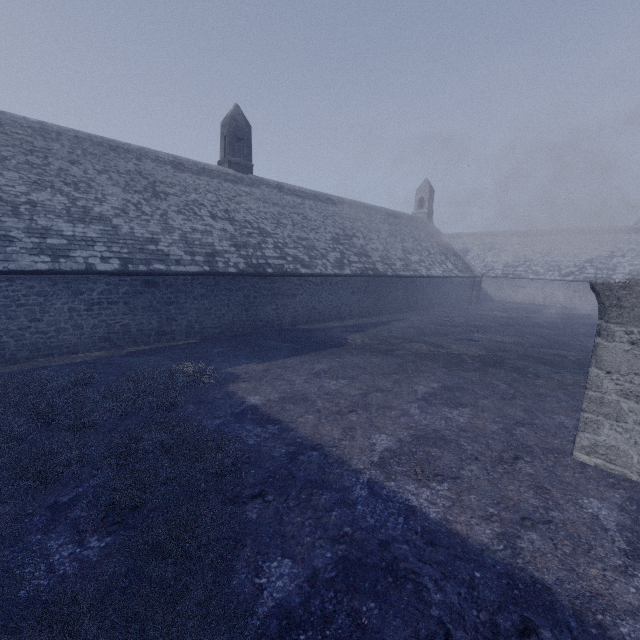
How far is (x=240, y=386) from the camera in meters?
8.8 m
